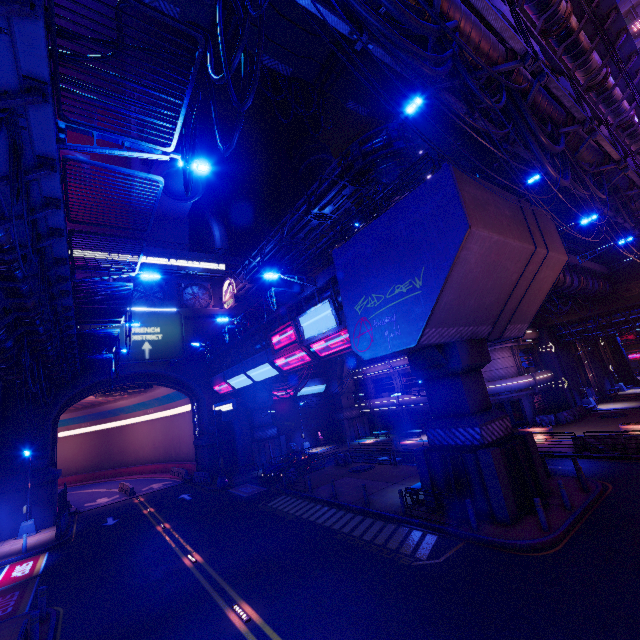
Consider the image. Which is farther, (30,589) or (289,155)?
(289,155)

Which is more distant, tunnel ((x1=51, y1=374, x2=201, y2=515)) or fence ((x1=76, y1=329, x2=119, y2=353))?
tunnel ((x1=51, y1=374, x2=201, y2=515))

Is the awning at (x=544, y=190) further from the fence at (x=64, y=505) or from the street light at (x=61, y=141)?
the fence at (x=64, y=505)

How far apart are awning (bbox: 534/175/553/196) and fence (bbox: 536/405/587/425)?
18.8m

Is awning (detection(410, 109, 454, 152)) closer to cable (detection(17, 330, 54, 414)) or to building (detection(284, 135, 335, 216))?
cable (detection(17, 330, 54, 414))

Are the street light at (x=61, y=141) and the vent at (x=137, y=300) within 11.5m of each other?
no

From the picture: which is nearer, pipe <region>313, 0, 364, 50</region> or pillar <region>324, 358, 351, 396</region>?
pipe <region>313, 0, 364, 50</region>

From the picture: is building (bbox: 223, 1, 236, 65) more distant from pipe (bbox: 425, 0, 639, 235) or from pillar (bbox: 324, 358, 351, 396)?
pillar (bbox: 324, 358, 351, 396)
